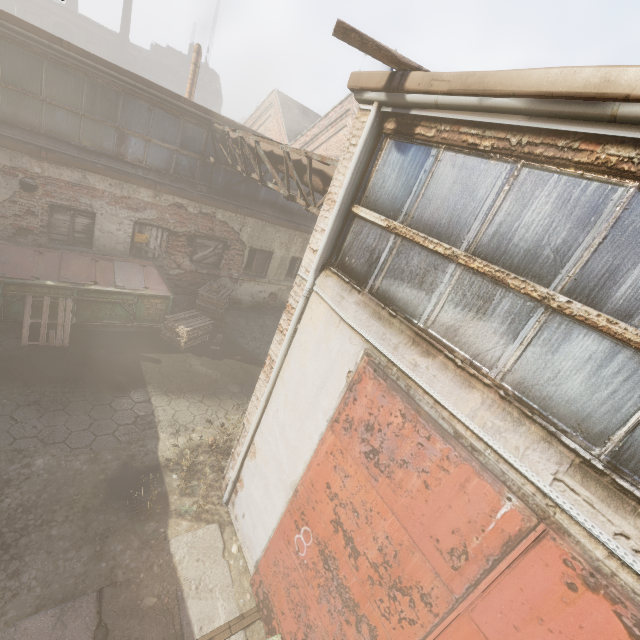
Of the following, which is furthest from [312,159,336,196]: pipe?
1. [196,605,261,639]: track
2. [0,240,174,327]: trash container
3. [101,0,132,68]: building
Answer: [101,0,132,68]: building

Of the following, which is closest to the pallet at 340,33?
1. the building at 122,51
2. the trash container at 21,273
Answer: the trash container at 21,273

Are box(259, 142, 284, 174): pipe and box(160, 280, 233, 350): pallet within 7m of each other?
yes

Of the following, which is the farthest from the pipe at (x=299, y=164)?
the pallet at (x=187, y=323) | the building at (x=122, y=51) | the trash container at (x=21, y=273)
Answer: the building at (x=122, y=51)

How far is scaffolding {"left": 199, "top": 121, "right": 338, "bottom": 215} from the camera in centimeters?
571cm

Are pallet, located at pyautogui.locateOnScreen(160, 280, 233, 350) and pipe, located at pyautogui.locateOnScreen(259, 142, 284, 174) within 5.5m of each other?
yes

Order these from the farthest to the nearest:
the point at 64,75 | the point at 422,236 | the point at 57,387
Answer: the point at 64,75 < the point at 57,387 < the point at 422,236

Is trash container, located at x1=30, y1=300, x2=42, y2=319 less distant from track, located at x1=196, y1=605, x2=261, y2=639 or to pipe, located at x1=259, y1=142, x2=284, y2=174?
pipe, located at x1=259, y1=142, x2=284, y2=174
